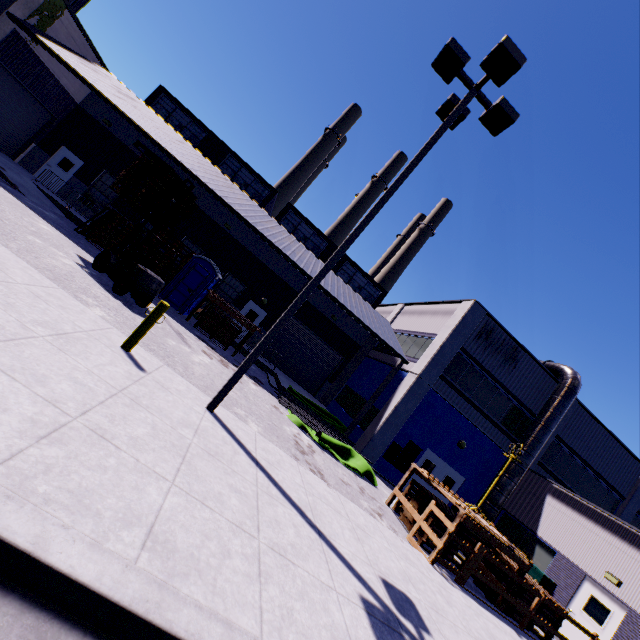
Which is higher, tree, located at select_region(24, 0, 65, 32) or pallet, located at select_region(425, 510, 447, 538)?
tree, located at select_region(24, 0, 65, 32)

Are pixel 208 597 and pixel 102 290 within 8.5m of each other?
no

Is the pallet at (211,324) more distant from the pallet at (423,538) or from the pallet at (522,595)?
the pallet at (522,595)

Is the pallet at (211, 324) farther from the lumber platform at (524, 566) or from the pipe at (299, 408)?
the lumber platform at (524, 566)

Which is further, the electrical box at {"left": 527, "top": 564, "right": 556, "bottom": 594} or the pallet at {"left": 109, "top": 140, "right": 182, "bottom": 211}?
the electrical box at {"left": 527, "top": 564, "right": 556, "bottom": 594}

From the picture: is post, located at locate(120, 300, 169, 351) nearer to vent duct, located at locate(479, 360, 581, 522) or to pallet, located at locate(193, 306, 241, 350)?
vent duct, located at locate(479, 360, 581, 522)

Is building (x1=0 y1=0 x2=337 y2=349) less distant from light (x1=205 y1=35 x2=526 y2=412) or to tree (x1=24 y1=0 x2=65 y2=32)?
tree (x1=24 y1=0 x2=65 y2=32)

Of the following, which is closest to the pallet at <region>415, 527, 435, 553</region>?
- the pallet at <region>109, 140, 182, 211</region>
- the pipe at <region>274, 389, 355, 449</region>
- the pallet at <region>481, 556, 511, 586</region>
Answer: the pallet at <region>481, 556, 511, 586</region>
